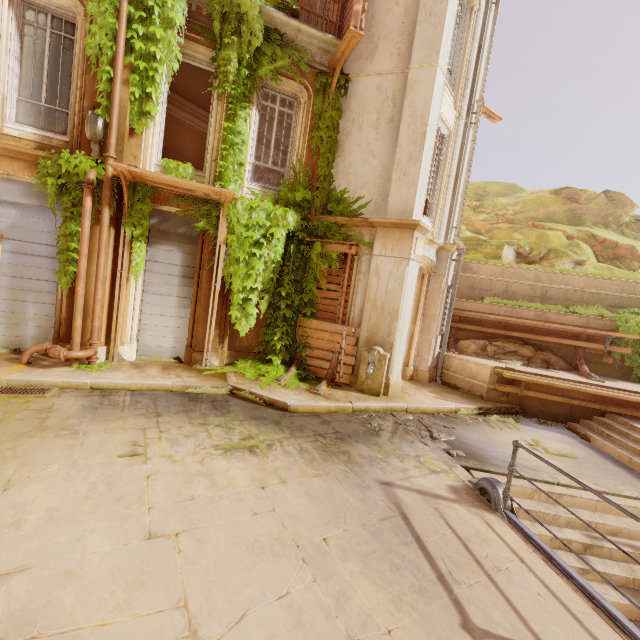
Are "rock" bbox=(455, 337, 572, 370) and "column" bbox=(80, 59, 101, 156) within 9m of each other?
no

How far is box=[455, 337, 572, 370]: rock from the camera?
10.85m

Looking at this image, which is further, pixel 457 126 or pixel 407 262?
pixel 457 126

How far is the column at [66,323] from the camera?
7.52m

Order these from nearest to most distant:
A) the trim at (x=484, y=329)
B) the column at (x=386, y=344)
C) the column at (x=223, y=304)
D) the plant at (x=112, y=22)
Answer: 1. the plant at (x=112, y=22)
2. the column at (x=386, y=344)
3. the column at (x=223, y=304)
4. the trim at (x=484, y=329)

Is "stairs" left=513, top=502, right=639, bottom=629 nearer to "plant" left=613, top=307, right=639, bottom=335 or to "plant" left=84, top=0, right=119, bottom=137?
"plant" left=613, top=307, right=639, bottom=335

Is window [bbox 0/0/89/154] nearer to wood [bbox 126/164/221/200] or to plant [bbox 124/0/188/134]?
plant [bbox 124/0/188/134]

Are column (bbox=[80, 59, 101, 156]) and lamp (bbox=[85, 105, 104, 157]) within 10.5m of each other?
yes
